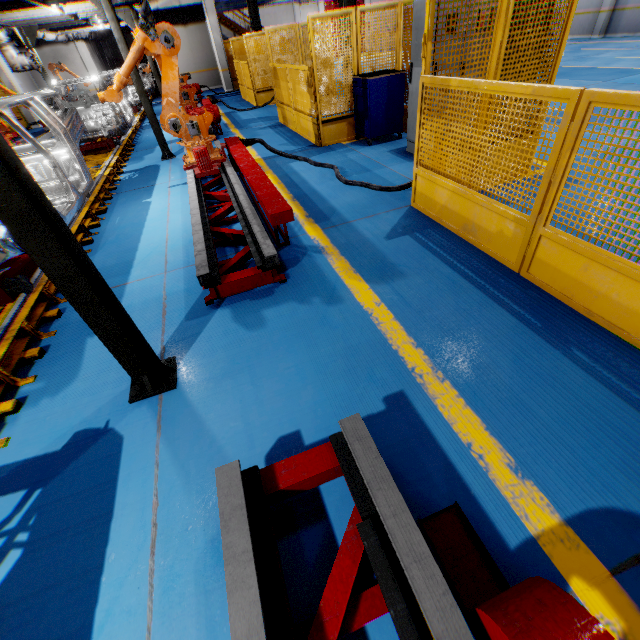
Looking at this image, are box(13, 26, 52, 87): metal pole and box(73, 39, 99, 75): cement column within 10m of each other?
yes

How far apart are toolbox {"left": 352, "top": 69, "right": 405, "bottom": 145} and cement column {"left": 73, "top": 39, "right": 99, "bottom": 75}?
21.25m

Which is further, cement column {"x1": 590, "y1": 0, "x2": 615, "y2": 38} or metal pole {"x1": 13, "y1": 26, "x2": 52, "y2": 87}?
cement column {"x1": 590, "y1": 0, "x2": 615, "y2": 38}

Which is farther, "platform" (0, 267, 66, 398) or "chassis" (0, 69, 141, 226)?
"chassis" (0, 69, 141, 226)

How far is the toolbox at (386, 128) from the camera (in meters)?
6.39

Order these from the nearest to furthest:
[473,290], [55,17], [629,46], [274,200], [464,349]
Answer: [464,349] < [473,290] < [274,200] < [55,17] < [629,46]

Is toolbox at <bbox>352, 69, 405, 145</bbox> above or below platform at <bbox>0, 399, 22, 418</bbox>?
above

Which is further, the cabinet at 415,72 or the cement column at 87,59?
the cement column at 87,59
